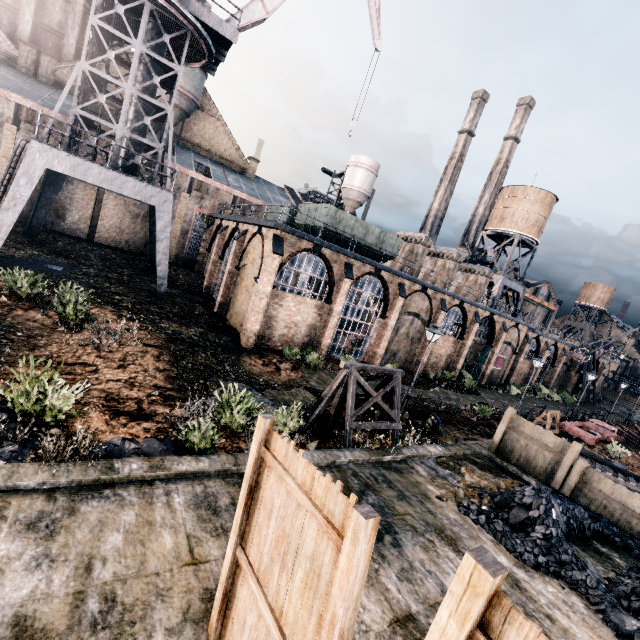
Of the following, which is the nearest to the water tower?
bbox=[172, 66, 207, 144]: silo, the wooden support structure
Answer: the wooden support structure

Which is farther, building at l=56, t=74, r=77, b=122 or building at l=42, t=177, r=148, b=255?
building at l=42, t=177, r=148, b=255

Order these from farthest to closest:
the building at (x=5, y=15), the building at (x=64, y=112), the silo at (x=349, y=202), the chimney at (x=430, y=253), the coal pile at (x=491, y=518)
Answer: the silo at (x=349, y=202) → the chimney at (x=430, y=253) → the building at (x=64, y=112) → the building at (x=5, y=15) → the coal pile at (x=491, y=518)

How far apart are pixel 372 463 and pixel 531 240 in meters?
43.7

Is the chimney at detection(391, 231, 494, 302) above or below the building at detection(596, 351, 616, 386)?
above

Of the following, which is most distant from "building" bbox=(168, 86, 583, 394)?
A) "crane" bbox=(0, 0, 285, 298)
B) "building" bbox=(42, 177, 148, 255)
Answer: "crane" bbox=(0, 0, 285, 298)

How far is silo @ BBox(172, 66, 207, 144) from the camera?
34.8 meters

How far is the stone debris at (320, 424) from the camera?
12.31m
